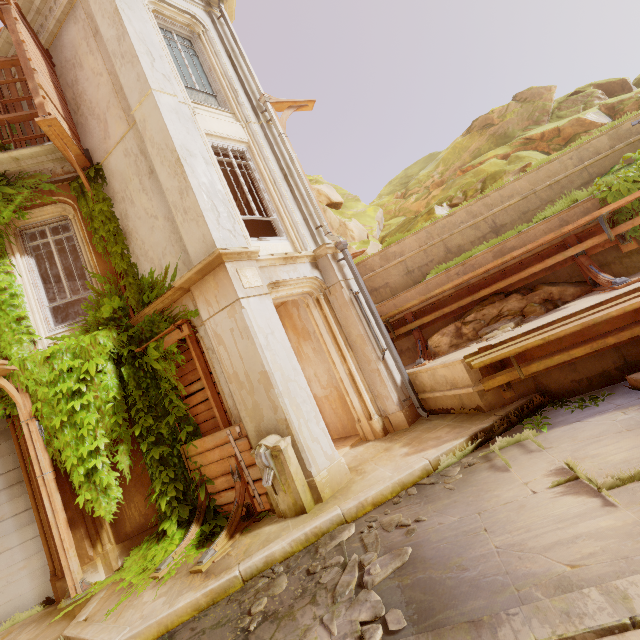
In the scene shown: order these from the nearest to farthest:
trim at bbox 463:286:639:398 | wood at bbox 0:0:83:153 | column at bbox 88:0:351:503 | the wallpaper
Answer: trim at bbox 463:286:639:398 → column at bbox 88:0:351:503 → wood at bbox 0:0:83:153 → the wallpaper

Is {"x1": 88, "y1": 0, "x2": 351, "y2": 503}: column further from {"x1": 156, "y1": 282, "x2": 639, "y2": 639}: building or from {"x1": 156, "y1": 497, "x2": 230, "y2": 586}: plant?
{"x1": 156, "y1": 282, "x2": 639, "y2": 639}: building

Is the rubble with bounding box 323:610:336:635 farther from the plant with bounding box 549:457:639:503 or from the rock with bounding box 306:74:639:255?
the rock with bounding box 306:74:639:255

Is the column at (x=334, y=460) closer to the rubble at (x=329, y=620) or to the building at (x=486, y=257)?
the building at (x=486, y=257)

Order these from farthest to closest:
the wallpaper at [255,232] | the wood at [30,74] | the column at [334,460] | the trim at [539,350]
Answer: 1. the wallpaper at [255,232]
2. the wood at [30,74]
3. the column at [334,460]
4. the trim at [539,350]

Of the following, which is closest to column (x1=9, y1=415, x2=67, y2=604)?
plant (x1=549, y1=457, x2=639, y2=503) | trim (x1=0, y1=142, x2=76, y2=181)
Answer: trim (x1=0, y1=142, x2=76, y2=181)

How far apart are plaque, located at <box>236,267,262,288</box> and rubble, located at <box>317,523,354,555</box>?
4.0m

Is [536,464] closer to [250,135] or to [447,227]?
[447,227]
